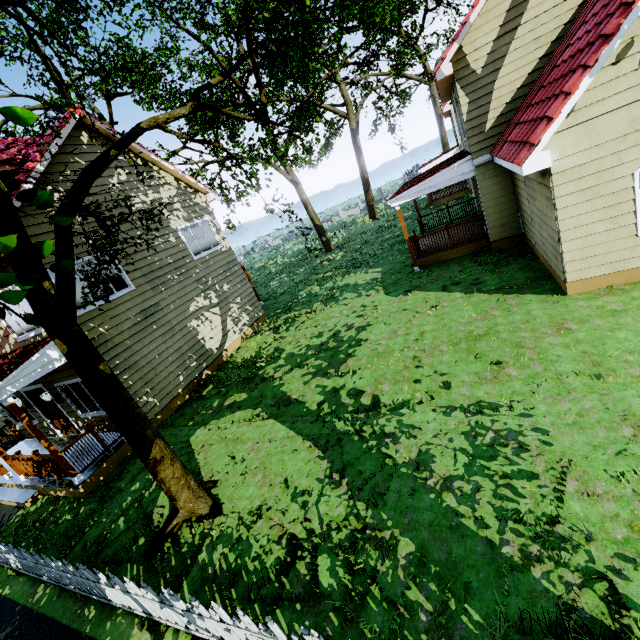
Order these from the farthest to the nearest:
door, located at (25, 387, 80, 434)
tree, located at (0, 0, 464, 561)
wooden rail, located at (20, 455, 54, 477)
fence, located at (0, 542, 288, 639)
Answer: door, located at (25, 387, 80, 434), wooden rail, located at (20, 455, 54, 477), tree, located at (0, 0, 464, 561), fence, located at (0, 542, 288, 639)

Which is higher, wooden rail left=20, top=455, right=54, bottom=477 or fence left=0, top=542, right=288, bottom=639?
wooden rail left=20, top=455, right=54, bottom=477

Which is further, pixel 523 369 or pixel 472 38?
pixel 472 38

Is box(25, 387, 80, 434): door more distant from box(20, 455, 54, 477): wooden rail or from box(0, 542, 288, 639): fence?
box(0, 542, 288, 639): fence

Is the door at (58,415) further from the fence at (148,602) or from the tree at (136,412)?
the tree at (136,412)

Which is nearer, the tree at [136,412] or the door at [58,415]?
the tree at [136,412]

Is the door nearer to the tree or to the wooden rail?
the wooden rail
